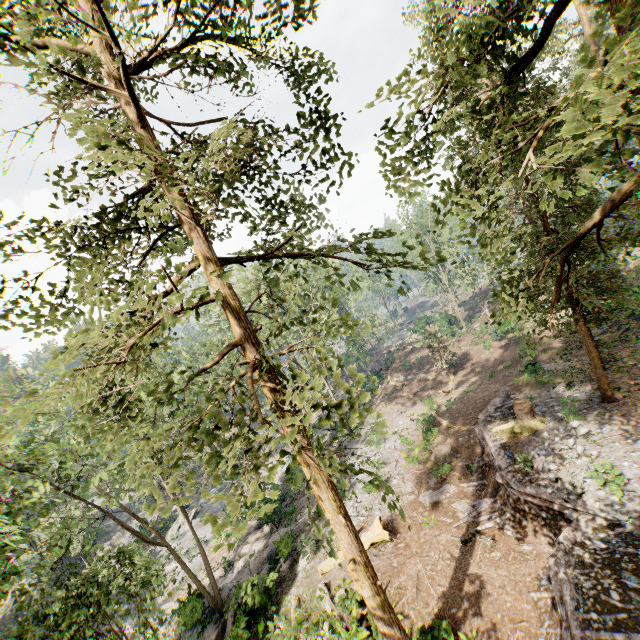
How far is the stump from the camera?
20.62m

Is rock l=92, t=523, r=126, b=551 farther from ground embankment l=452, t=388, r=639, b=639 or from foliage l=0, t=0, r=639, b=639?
ground embankment l=452, t=388, r=639, b=639

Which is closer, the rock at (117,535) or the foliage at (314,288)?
the foliage at (314,288)

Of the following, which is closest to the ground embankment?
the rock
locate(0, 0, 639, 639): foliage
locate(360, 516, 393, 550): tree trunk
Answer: locate(0, 0, 639, 639): foliage

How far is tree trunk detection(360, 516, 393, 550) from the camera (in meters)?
16.75

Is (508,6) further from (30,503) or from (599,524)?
(30,503)

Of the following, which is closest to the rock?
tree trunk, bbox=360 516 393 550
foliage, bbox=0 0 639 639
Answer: foliage, bbox=0 0 639 639

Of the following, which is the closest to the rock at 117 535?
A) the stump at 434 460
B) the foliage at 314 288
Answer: the foliage at 314 288
